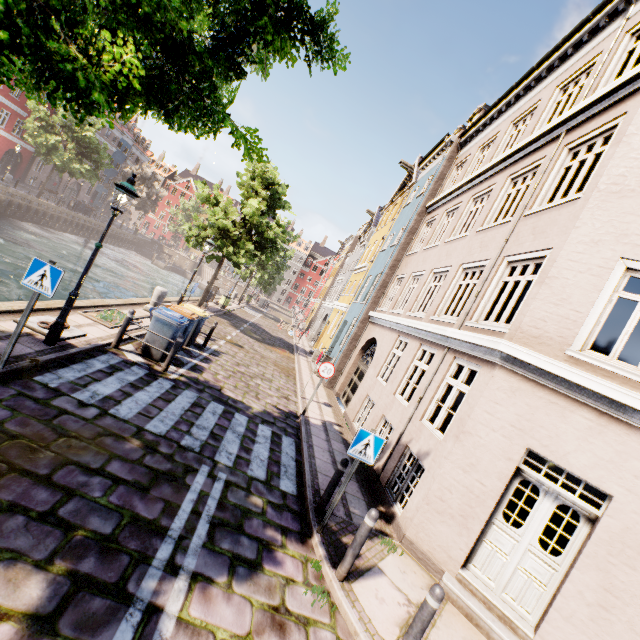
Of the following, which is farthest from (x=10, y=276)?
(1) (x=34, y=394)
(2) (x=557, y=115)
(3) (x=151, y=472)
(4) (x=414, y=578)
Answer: (2) (x=557, y=115)

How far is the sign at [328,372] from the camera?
10.3 meters

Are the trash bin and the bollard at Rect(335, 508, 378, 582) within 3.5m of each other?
no

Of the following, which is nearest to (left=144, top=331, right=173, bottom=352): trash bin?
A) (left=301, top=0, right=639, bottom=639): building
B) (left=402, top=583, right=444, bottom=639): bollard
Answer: (left=402, top=583, right=444, bottom=639): bollard

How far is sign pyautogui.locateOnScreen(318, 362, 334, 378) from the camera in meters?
10.3 m

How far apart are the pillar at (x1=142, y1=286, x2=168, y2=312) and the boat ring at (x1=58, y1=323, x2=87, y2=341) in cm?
503

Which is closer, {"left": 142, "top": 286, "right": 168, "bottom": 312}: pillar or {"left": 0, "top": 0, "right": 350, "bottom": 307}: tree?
{"left": 0, "top": 0, "right": 350, "bottom": 307}: tree

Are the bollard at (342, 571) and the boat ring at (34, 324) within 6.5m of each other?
no
